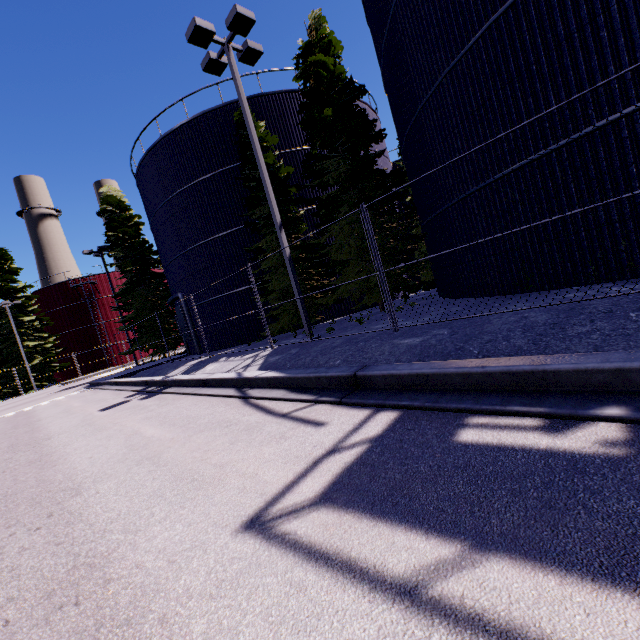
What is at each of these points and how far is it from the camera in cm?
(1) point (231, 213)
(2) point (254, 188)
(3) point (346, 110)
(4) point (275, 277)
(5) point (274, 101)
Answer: (1) silo, 1697
(2) tree, 1529
(3) tree, 1373
(4) tree, 1419
(5) silo, 1662

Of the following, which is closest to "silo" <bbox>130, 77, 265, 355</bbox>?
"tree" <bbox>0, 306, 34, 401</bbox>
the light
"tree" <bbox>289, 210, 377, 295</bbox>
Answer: "tree" <bbox>289, 210, 377, 295</bbox>

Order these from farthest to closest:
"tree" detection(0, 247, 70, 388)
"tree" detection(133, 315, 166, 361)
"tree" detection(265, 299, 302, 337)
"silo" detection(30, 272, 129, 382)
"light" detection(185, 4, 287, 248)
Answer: "silo" detection(30, 272, 129, 382) → "tree" detection(0, 247, 70, 388) → "tree" detection(133, 315, 166, 361) → "tree" detection(265, 299, 302, 337) → "light" detection(185, 4, 287, 248)

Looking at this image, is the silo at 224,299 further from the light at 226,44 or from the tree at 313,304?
the light at 226,44

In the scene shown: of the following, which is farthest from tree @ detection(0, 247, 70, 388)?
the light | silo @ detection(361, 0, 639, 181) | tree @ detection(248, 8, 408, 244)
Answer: the light

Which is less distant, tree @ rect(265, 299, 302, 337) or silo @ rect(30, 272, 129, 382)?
tree @ rect(265, 299, 302, 337)

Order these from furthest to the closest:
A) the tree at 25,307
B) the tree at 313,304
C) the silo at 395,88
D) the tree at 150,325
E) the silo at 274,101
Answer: the tree at 25,307
the tree at 150,325
the silo at 274,101
the tree at 313,304
the silo at 395,88
